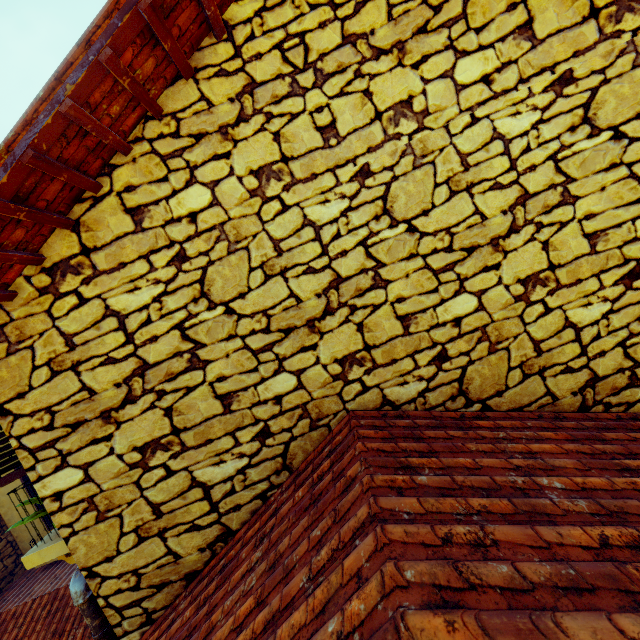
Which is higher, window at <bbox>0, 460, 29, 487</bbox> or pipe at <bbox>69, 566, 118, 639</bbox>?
window at <bbox>0, 460, 29, 487</bbox>

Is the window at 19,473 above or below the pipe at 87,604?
above

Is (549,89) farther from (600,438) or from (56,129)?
(56,129)
